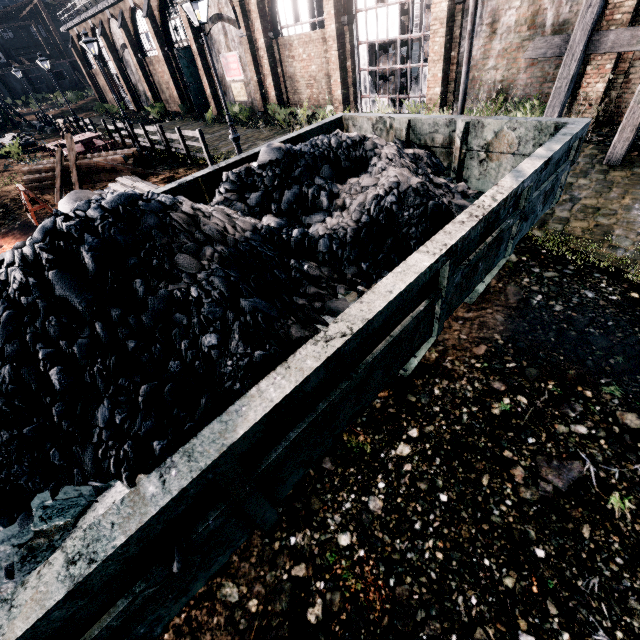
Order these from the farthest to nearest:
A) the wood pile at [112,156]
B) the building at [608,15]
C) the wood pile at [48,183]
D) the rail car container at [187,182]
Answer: the wood pile at [48,183] < the wood pile at [112,156] < the building at [608,15] < the rail car container at [187,182]

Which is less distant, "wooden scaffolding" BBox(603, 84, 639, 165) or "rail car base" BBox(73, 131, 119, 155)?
"wooden scaffolding" BBox(603, 84, 639, 165)

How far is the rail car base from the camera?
18.7 meters

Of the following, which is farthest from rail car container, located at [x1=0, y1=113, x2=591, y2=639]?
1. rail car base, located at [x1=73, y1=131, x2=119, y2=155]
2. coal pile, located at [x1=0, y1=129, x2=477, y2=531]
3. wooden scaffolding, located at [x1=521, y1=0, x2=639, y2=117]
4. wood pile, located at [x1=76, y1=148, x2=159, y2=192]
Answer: rail car base, located at [x1=73, y1=131, x2=119, y2=155]

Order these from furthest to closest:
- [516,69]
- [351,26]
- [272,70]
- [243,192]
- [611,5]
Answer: [272,70], [351,26], [516,69], [611,5], [243,192]

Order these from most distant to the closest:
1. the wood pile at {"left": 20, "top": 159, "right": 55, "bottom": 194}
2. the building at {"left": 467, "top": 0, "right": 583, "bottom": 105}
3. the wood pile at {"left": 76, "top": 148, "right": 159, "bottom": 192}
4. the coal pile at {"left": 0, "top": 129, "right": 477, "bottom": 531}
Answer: the wood pile at {"left": 20, "top": 159, "right": 55, "bottom": 194} → the wood pile at {"left": 76, "top": 148, "right": 159, "bottom": 192} → the building at {"left": 467, "top": 0, "right": 583, "bottom": 105} → the coal pile at {"left": 0, "top": 129, "right": 477, "bottom": 531}

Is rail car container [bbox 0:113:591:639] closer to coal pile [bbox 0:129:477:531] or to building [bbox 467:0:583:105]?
coal pile [bbox 0:129:477:531]

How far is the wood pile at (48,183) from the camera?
15.7 meters
